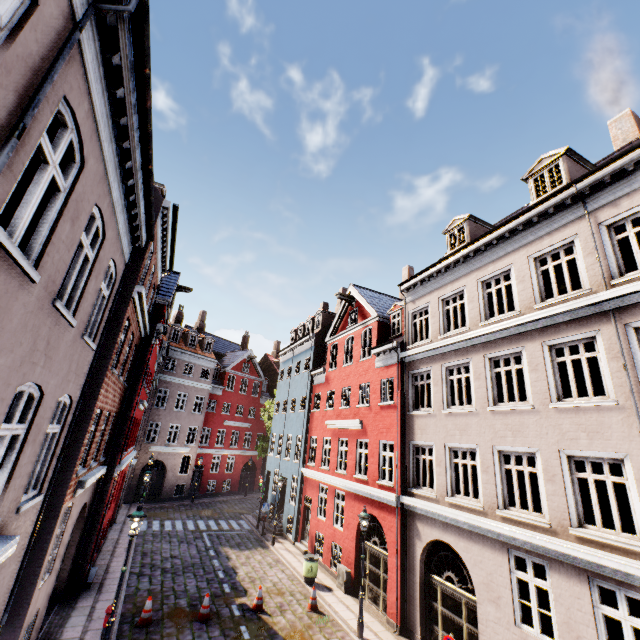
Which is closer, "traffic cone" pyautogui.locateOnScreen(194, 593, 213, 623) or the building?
the building

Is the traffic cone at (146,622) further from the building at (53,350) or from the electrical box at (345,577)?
the electrical box at (345,577)

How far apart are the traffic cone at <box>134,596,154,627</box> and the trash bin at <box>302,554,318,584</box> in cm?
646

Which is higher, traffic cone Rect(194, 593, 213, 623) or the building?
the building

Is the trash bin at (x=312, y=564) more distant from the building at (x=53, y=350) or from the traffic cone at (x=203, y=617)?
the traffic cone at (x=203, y=617)

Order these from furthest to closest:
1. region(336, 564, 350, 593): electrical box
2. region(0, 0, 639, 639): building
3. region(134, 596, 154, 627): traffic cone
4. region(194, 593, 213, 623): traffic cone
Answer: region(336, 564, 350, 593): electrical box
region(194, 593, 213, 623): traffic cone
region(134, 596, 154, 627): traffic cone
region(0, 0, 639, 639): building

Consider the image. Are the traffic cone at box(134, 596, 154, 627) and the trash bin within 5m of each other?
no

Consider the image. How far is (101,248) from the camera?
6.1m
